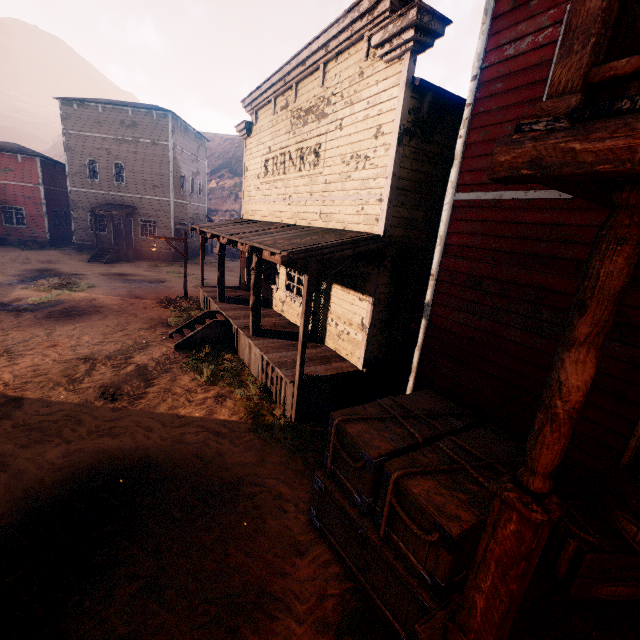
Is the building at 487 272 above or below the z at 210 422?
above

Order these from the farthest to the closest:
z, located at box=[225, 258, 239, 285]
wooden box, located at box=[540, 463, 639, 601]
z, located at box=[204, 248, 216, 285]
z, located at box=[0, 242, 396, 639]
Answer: z, located at box=[225, 258, 239, 285] < z, located at box=[204, 248, 216, 285] < z, located at box=[0, 242, 396, 639] < wooden box, located at box=[540, 463, 639, 601]

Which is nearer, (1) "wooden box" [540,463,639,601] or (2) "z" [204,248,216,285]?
(1) "wooden box" [540,463,639,601]

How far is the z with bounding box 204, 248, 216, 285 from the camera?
21.1m

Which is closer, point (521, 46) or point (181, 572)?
point (181, 572)

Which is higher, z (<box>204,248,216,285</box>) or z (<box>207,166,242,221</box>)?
z (<box>207,166,242,221</box>)

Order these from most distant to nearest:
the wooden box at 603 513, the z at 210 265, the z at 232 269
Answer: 1. the z at 232 269
2. the z at 210 265
3. the wooden box at 603 513
